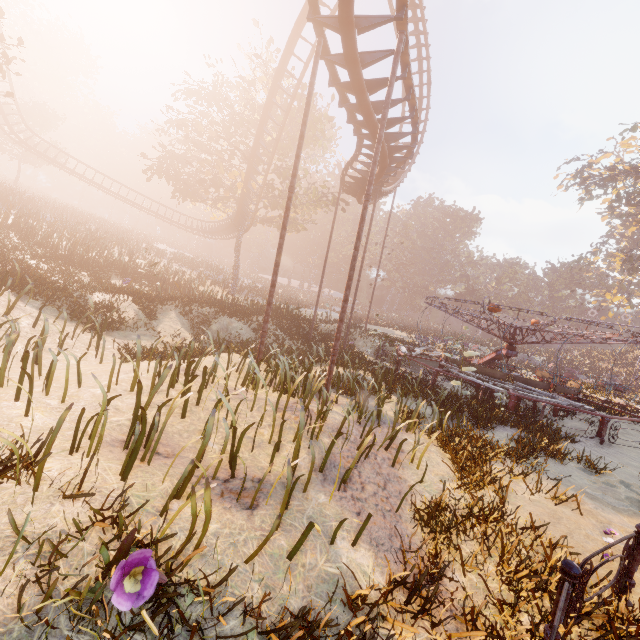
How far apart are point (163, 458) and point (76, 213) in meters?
49.1 m

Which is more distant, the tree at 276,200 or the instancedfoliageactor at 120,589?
the tree at 276,200

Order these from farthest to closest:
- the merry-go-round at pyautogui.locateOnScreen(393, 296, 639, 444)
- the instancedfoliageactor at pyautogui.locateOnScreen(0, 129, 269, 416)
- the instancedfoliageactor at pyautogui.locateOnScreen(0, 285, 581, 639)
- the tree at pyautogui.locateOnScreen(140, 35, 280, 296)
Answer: the tree at pyautogui.locateOnScreen(140, 35, 280, 296) < the merry-go-round at pyautogui.locateOnScreen(393, 296, 639, 444) < the instancedfoliageactor at pyautogui.locateOnScreen(0, 129, 269, 416) < the instancedfoliageactor at pyautogui.locateOnScreen(0, 285, 581, 639)

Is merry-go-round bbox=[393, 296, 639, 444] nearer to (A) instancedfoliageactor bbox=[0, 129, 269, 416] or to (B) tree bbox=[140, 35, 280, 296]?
(B) tree bbox=[140, 35, 280, 296]

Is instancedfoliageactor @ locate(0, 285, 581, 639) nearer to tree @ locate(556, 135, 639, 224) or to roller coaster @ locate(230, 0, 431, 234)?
roller coaster @ locate(230, 0, 431, 234)

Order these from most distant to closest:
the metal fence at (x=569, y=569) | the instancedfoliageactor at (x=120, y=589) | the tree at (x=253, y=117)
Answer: the tree at (x=253, y=117) → the metal fence at (x=569, y=569) → the instancedfoliageactor at (x=120, y=589)

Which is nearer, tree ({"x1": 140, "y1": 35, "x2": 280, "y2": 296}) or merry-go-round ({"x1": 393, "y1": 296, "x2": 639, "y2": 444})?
merry-go-round ({"x1": 393, "y1": 296, "x2": 639, "y2": 444})

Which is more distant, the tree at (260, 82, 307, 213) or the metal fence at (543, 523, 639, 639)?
the tree at (260, 82, 307, 213)
